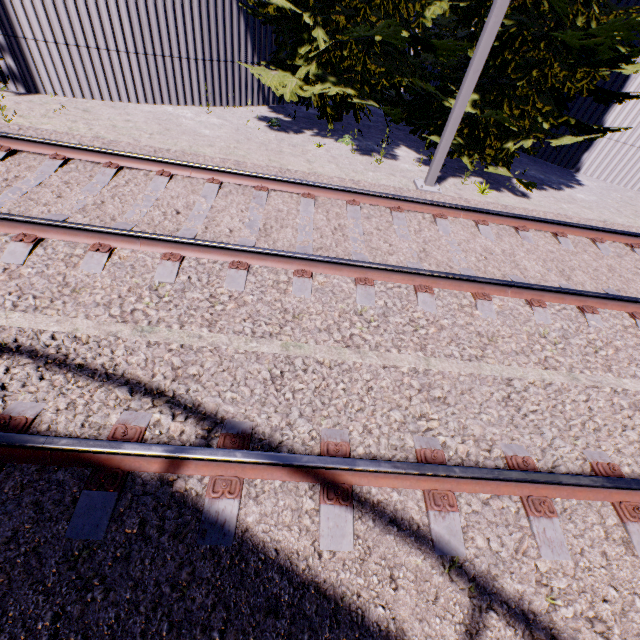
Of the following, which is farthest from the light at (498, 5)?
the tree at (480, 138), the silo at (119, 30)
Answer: the silo at (119, 30)

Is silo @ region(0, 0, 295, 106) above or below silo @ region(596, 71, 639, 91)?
below

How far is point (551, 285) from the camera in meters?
4.7

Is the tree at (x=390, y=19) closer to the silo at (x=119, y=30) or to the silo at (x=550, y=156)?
the silo at (x=119, y=30)

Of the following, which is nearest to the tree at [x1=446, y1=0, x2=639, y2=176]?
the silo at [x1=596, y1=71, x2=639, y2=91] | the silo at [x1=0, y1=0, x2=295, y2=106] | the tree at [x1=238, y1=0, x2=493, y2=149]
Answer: the tree at [x1=238, y1=0, x2=493, y2=149]

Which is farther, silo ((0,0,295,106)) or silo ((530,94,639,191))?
silo ((530,94,639,191))

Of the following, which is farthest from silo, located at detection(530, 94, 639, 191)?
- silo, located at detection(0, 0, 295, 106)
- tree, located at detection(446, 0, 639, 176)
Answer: silo, located at detection(0, 0, 295, 106)
